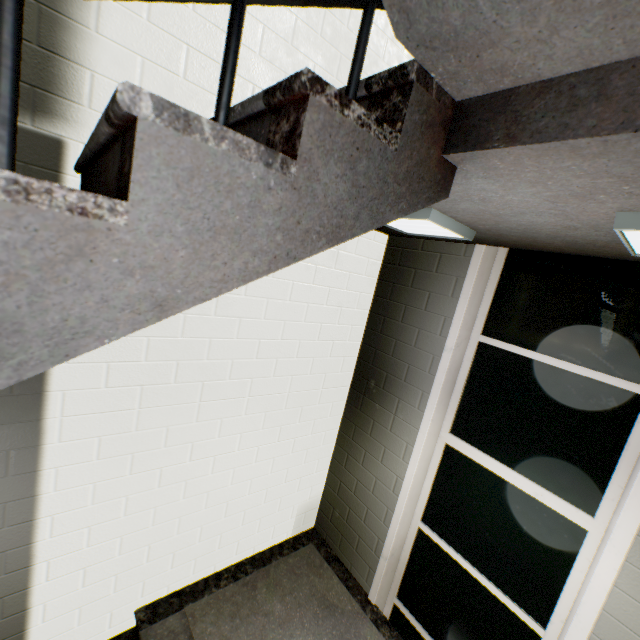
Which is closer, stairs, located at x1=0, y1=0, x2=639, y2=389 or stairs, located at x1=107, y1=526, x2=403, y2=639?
stairs, located at x1=0, y1=0, x2=639, y2=389

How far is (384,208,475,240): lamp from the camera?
1.7 meters

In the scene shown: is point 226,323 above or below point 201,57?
below

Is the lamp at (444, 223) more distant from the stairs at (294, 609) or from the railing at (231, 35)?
the railing at (231, 35)

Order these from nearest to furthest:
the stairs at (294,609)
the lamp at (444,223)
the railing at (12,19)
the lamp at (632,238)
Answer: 1. the railing at (12,19)
2. the lamp at (632,238)
3. the lamp at (444,223)
4. the stairs at (294,609)

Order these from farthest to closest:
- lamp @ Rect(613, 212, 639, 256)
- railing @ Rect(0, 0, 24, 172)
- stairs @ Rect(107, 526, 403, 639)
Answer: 1. stairs @ Rect(107, 526, 403, 639)
2. lamp @ Rect(613, 212, 639, 256)
3. railing @ Rect(0, 0, 24, 172)

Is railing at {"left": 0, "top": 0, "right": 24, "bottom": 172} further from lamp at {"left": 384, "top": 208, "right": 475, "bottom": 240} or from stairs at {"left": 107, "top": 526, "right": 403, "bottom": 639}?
lamp at {"left": 384, "top": 208, "right": 475, "bottom": 240}

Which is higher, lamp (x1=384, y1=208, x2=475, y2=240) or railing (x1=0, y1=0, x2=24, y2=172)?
lamp (x1=384, y1=208, x2=475, y2=240)
